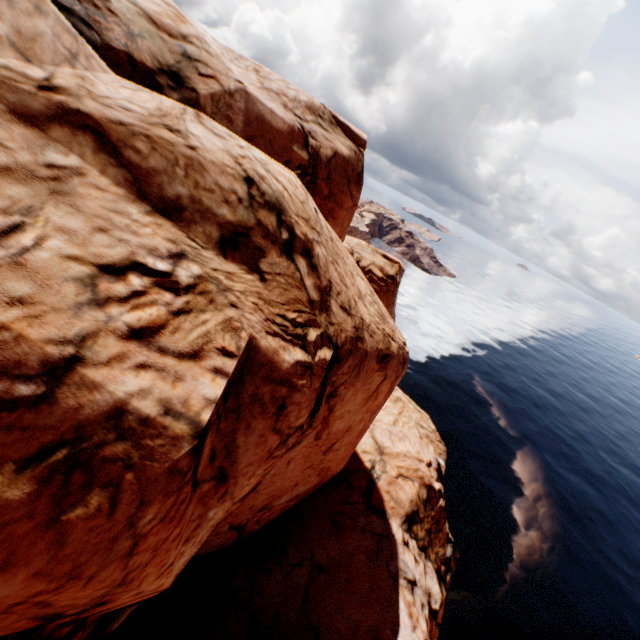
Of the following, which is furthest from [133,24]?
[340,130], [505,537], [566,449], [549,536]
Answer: [566,449]
